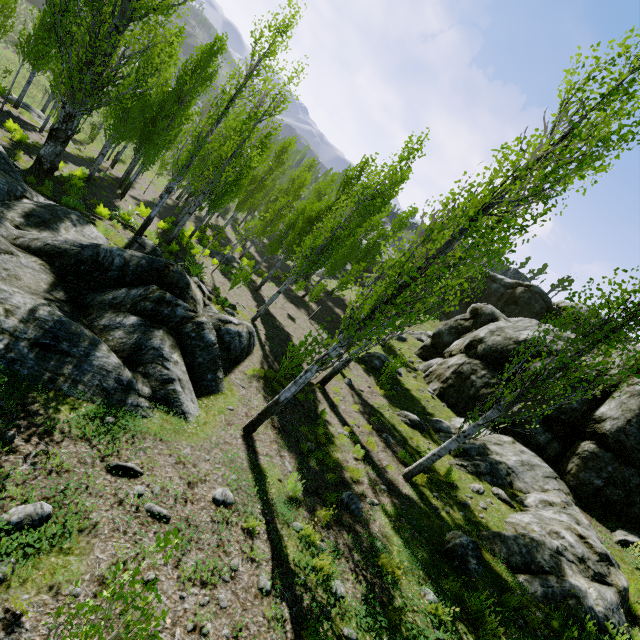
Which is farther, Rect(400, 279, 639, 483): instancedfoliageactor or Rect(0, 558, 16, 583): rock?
Rect(400, 279, 639, 483): instancedfoliageactor

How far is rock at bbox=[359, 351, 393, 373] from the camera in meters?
16.9

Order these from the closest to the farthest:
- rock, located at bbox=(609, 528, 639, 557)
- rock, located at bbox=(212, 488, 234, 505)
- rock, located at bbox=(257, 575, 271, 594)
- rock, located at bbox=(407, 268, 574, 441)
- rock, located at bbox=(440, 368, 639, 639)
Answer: rock, located at bbox=(257, 575, 271, 594) → rock, located at bbox=(212, 488, 234, 505) → rock, located at bbox=(440, 368, 639, 639) → rock, located at bbox=(609, 528, 639, 557) → rock, located at bbox=(407, 268, 574, 441)

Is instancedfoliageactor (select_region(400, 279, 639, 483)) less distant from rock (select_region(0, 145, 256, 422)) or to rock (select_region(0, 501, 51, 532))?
rock (select_region(0, 145, 256, 422))

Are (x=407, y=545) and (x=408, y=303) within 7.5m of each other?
yes

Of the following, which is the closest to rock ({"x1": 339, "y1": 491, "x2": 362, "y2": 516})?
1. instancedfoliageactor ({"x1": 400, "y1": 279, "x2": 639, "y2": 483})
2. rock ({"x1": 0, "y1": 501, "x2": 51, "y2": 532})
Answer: instancedfoliageactor ({"x1": 400, "y1": 279, "x2": 639, "y2": 483})

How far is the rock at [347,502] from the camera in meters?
6.8

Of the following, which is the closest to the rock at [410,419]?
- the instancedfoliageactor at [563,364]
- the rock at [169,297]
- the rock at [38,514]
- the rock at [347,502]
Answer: the instancedfoliageactor at [563,364]
